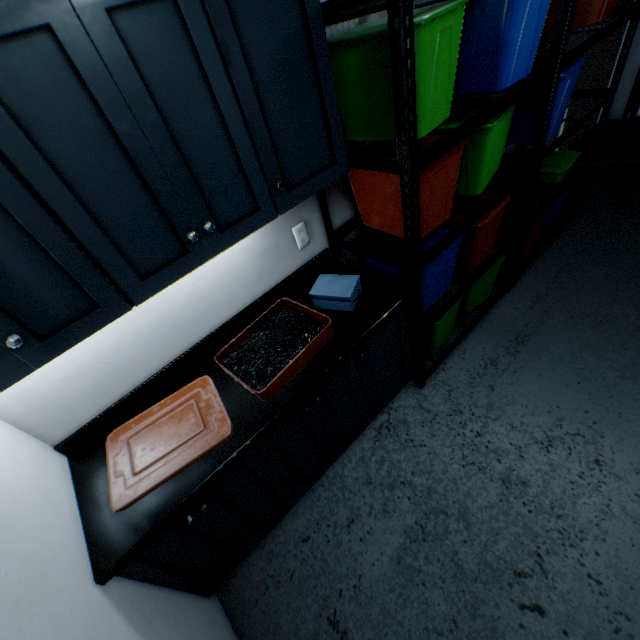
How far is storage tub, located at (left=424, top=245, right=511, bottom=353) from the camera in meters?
2.0

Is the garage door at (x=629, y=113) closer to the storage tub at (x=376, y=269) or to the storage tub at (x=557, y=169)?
the storage tub at (x=557, y=169)

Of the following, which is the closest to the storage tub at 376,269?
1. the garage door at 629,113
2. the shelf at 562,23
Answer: the shelf at 562,23

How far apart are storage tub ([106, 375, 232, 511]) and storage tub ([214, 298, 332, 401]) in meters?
0.1 m

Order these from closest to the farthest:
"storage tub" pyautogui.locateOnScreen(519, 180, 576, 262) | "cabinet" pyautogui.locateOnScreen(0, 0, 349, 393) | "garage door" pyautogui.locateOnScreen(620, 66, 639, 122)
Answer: "cabinet" pyautogui.locateOnScreen(0, 0, 349, 393)
"storage tub" pyautogui.locateOnScreen(519, 180, 576, 262)
"garage door" pyautogui.locateOnScreen(620, 66, 639, 122)

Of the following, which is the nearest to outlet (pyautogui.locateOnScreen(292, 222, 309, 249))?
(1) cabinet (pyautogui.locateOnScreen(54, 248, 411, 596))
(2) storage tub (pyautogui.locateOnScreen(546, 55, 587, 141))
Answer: (1) cabinet (pyautogui.locateOnScreen(54, 248, 411, 596))

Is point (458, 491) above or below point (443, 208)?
below

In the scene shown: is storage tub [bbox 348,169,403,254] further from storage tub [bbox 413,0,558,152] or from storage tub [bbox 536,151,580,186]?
storage tub [bbox 536,151,580,186]
